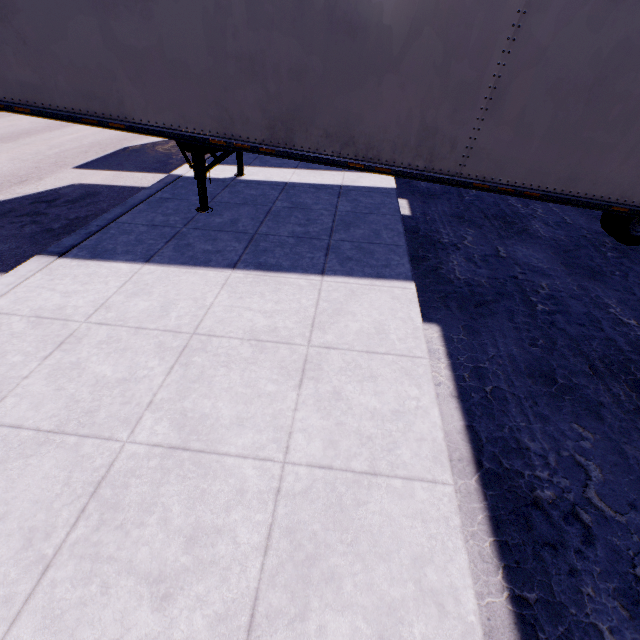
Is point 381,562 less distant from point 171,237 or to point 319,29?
point 171,237
